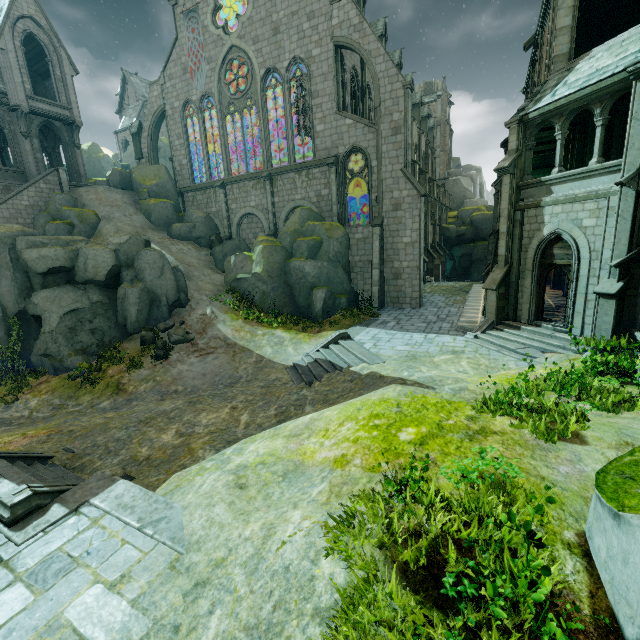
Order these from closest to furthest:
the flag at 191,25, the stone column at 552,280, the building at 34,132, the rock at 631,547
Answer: the rock at 631,547 → the stone column at 552,280 → the building at 34,132 → the flag at 191,25

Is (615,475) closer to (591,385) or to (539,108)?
(591,385)

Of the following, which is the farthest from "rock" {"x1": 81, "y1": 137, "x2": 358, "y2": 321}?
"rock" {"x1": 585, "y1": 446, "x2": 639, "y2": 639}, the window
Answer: "rock" {"x1": 585, "y1": 446, "x2": 639, "y2": 639}

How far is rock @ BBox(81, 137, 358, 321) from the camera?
21.2m

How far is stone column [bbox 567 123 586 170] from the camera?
16.69m

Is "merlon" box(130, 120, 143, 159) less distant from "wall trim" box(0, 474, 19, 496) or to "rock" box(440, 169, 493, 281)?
"wall trim" box(0, 474, 19, 496)

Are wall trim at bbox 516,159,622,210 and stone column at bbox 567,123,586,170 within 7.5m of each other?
yes

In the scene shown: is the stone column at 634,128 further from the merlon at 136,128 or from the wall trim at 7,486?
the merlon at 136,128
